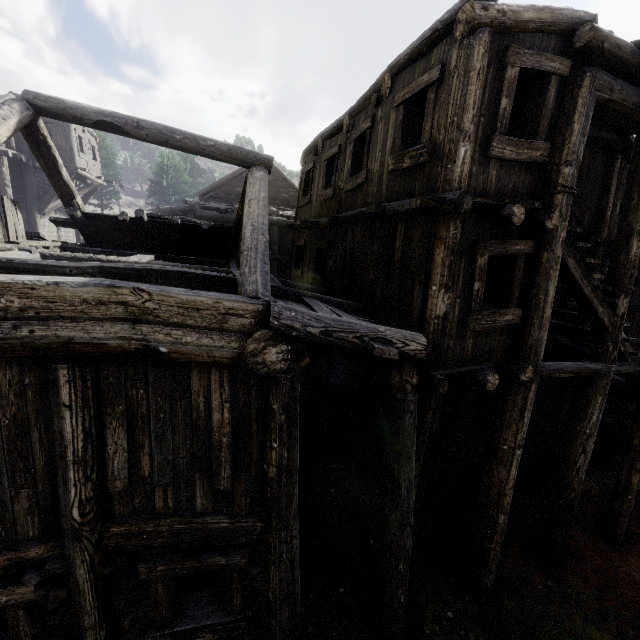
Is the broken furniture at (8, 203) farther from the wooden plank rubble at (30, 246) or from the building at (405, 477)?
the building at (405, 477)

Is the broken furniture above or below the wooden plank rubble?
above

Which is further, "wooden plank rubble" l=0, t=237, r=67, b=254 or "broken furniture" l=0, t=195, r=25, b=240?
"broken furniture" l=0, t=195, r=25, b=240

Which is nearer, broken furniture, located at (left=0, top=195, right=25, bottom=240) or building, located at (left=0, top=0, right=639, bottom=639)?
building, located at (left=0, top=0, right=639, bottom=639)

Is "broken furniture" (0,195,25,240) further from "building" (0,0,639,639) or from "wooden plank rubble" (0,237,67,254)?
"building" (0,0,639,639)

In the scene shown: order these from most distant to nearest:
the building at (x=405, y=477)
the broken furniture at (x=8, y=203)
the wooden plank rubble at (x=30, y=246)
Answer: the broken furniture at (x=8, y=203), the wooden plank rubble at (x=30, y=246), the building at (x=405, y=477)

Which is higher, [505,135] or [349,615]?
[505,135]

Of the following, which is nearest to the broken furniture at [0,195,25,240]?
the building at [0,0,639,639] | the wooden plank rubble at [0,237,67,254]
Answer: the wooden plank rubble at [0,237,67,254]
